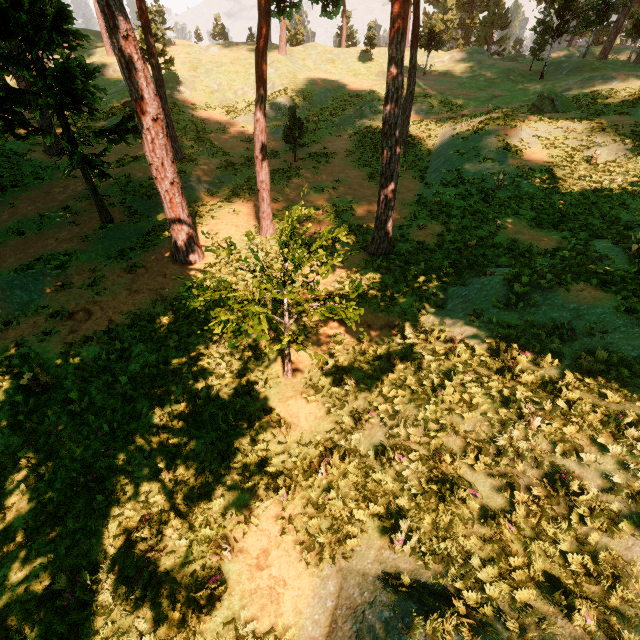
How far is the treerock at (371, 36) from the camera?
38.2 meters

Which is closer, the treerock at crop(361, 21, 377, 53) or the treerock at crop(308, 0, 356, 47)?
the treerock at crop(308, 0, 356, 47)

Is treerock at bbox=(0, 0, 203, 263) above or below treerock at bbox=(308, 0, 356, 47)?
below

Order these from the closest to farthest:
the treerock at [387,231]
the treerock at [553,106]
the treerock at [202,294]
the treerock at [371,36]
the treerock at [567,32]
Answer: the treerock at [202,294]
the treerock at [387,231]
the treerock at [553,106]
the treerock at [567,32]
the treerock at [371,36]

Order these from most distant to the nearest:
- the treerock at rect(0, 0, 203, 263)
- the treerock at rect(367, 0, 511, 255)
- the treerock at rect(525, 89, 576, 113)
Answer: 1. the treerock at rect(525, 89, 576, 113)
2. the treerock at rect(367, 0, 511, 255)
3. the treerock at rect(0, 0, 203, 263)

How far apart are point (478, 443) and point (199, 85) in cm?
4190

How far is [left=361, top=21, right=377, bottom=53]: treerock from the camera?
38.2m
